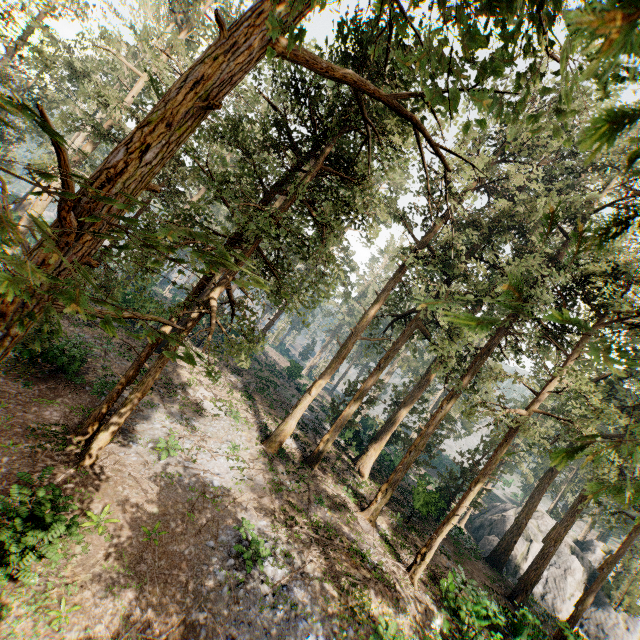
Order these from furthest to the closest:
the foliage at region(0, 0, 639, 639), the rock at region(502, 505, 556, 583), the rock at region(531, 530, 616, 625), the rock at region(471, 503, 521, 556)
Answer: the rock at region(471, 503, 521, 556)
the rock at region(502, 505, 556, 583)
the rock at region(531, 530, 616, 625)
the foliage at region(0, 0, 639, 639)

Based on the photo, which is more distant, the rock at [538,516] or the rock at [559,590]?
the rock at [538,516]

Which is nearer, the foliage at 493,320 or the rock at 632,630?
the foliage at 493,320

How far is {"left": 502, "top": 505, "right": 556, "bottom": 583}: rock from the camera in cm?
3203

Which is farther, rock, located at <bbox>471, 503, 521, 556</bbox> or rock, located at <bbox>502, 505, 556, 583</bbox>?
rock, located at <bbox>471, 503, 521, 556</bbox>

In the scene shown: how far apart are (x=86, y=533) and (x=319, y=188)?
16.7 meters

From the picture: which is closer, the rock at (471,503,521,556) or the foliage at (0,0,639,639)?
the foliage at (0,0,639,639)
